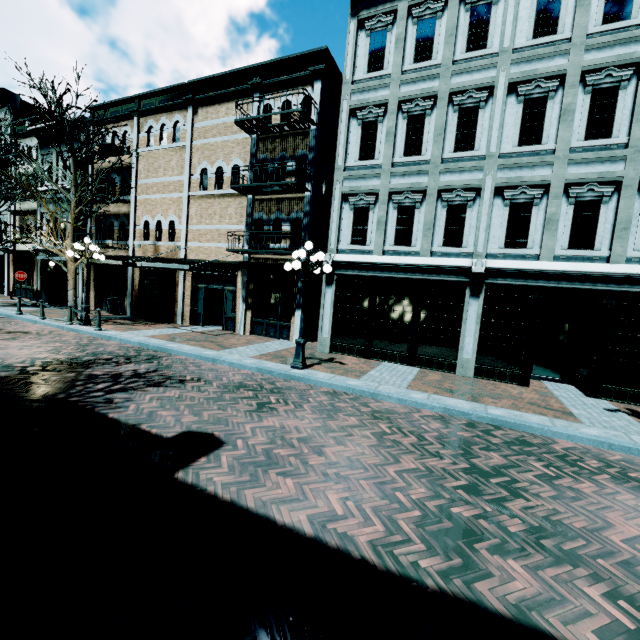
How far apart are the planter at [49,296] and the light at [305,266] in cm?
1895

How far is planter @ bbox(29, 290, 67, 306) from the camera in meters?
19.8

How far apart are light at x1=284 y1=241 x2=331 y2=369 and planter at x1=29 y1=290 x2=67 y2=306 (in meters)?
18.95

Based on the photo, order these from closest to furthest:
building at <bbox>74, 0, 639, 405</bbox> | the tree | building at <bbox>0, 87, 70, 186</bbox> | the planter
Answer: building at <bbox>74, 0, 639, 405</bbox>
the tree
the planter
building at <bbox>0, 87, 70, 186</bbox>

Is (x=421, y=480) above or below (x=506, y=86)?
below

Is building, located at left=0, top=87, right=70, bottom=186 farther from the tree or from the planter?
the tree

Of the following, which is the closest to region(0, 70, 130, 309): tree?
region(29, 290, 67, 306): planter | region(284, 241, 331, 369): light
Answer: region(29, 290, 67, 306): planter

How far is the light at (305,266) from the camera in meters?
8.9
